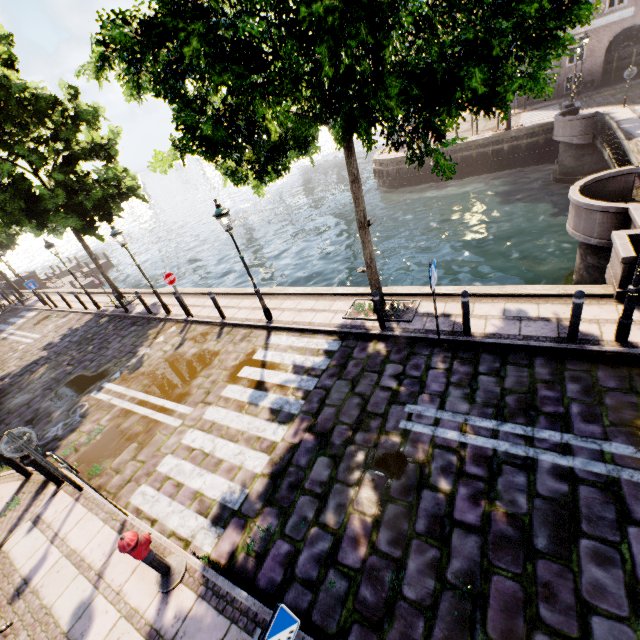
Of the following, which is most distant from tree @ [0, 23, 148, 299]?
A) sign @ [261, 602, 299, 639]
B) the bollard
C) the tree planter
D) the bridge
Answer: sign @ [261, 602, 299, 639]

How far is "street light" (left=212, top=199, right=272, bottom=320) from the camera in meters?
8.4 m

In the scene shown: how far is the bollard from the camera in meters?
5.7

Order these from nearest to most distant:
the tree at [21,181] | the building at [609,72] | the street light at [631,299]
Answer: the street light at [631,299], the tree at [21,181], the building at [609,72]

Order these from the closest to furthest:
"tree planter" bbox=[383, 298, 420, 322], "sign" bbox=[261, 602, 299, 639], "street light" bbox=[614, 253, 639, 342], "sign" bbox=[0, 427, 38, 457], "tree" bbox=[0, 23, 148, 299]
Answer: "sign" bbox=[261, 602, 299, 639] < "street light" bbox=[614, 253, 639, 342] < "sign" bbox=[0, 427, 38, 457] < "tree planter" bbox=[383, 298, 420, 322] < "tree" bbox=[0, 23, 148, 299]

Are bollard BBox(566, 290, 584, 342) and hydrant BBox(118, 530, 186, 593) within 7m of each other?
no

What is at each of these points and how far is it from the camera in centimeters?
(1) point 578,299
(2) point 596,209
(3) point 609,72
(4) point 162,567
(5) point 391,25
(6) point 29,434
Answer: (1) bollard, 569cm
(2) bridge, 832cm
(3) building, 2475cm
(4) hydrant, 466cm
(5) tree, 346cm
(6) sign, 601cm

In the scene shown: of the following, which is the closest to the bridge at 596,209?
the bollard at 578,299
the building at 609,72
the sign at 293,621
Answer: the bollard at 578,299
